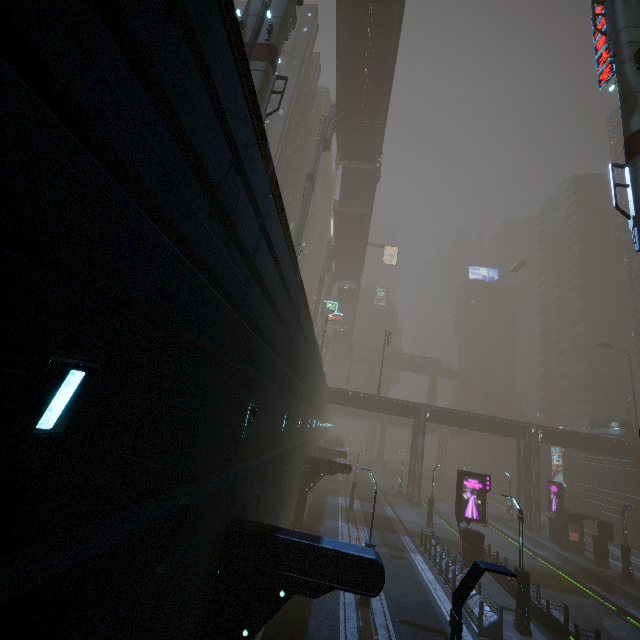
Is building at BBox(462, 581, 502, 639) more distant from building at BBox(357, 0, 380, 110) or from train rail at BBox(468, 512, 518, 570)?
building at BBox(357, 0, 380, 110)

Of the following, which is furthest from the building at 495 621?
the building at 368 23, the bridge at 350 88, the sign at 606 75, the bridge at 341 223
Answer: the sign at 606 75

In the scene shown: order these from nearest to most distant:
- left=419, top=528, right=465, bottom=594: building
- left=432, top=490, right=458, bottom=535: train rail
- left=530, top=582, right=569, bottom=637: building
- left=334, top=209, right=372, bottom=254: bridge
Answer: left=530, top=582, right=569, bottom=637: building, left=419, top=528, right=465, bottom=594: building, left=432, top=490, right=458, bottom=535: train rail, left=334, top=209, right=372, bottom=254: bridge

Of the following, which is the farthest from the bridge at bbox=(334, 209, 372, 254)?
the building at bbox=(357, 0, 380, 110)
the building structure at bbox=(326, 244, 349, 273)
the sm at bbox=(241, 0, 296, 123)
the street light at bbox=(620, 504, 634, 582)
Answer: the street light at bbox=(620, 504, 634, 582)

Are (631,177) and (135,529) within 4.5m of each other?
no

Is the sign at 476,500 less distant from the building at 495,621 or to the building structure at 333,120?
the building at 495,621

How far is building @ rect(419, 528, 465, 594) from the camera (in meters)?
17.72

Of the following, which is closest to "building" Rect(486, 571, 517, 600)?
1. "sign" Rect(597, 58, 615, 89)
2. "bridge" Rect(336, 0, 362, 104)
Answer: "bridge" Rect(336, 0, 362, 104)
